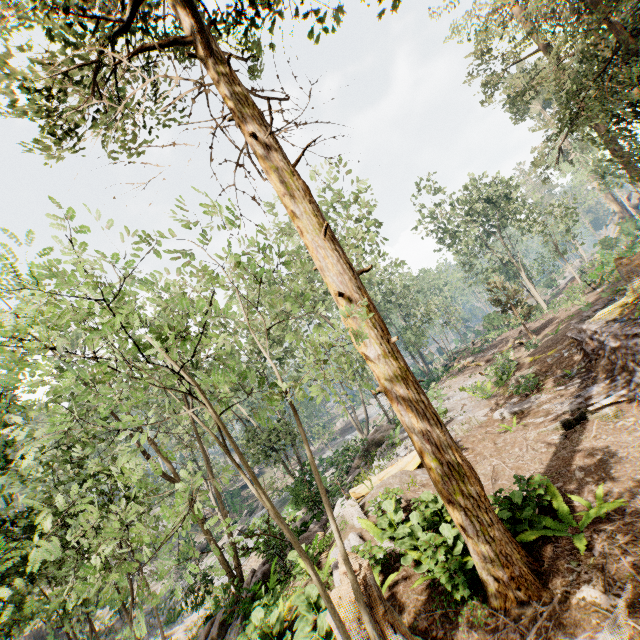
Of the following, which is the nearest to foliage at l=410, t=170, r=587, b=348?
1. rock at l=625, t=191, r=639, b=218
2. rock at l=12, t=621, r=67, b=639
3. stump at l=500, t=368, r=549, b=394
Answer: rock at l=12, t=621, r=67, b=639

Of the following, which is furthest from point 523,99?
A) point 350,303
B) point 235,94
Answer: point 350,303

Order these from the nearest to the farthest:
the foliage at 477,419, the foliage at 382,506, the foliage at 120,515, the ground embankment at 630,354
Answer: the foliage at 120,515, the foliage at 382,506, the ground embankment at 630,354, the foliage at 477,419

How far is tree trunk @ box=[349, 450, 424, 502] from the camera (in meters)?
11.73

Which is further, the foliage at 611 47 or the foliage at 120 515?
the foliage at 611 47

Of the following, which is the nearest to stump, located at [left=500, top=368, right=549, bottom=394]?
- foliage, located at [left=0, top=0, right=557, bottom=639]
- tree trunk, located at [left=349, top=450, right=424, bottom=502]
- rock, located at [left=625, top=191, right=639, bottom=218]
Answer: foliage, located at [left=0, top=0, right=557, bottom=639]

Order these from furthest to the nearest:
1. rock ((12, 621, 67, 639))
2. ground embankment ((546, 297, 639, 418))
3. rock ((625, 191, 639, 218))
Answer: rock ((625, 191, 639, 218)) → rock ((12, 621, 67, 639)) → ground embankment ((546, 297, 639, 418))
